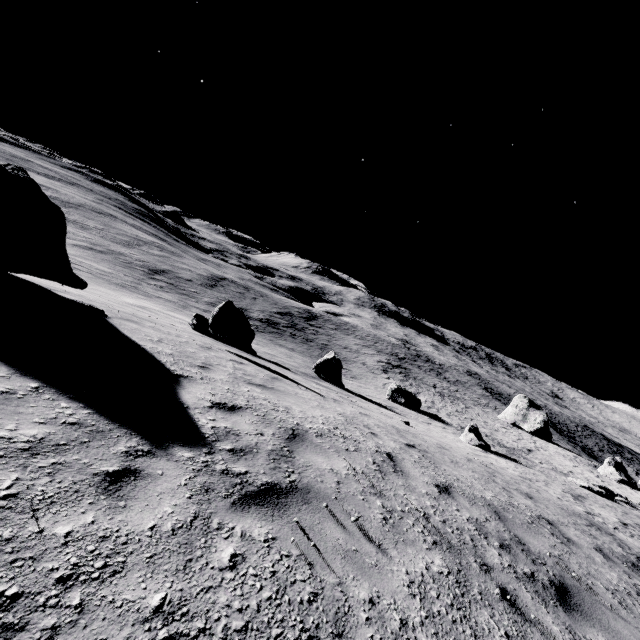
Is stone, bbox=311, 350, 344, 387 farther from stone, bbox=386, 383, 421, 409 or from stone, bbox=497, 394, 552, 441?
stone, bbox=497, 394, 552, 441

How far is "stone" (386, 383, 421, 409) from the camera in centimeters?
2634cm

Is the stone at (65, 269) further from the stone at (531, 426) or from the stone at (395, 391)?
the stone at (531, 426)

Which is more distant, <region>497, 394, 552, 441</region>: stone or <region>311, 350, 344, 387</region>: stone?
<region>497, 394, 552, 441</region>: stone

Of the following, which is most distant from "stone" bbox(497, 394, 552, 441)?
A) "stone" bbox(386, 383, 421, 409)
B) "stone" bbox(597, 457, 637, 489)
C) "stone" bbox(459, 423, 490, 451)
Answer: "stone" bbox(459, 423, 490, 451)

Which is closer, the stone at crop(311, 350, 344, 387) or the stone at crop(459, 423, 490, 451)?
the stone at crop(459, 423, 490, 451)

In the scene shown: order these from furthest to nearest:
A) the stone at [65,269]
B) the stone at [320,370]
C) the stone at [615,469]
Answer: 1. the stone at [615,469]
2. the stone at [320,370]
3. the stone at [65,269]

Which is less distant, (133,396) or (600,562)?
(133,396)
